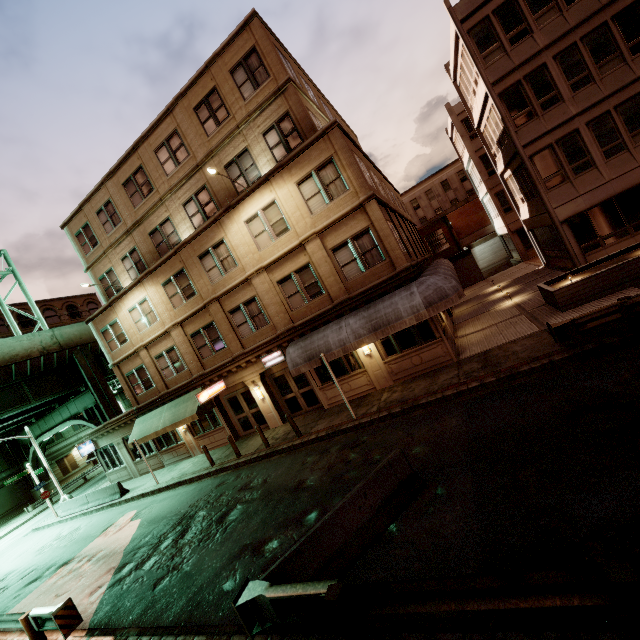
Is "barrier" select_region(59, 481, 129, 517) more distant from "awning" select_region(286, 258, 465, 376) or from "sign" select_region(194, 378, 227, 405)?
"awning" select_region(286, 258, 465, 376)

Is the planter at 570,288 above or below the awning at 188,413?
below

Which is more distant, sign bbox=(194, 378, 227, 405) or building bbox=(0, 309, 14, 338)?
building bbox=(0, 309, 14, 338)

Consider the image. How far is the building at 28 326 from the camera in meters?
46.2 m

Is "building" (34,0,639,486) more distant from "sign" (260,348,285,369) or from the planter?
the planter

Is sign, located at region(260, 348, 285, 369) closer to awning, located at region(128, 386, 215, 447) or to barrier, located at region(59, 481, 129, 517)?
awning, located at region(128, 386, 215, 447)

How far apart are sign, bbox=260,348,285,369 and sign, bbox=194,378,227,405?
3.1 meters

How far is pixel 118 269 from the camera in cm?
2189
